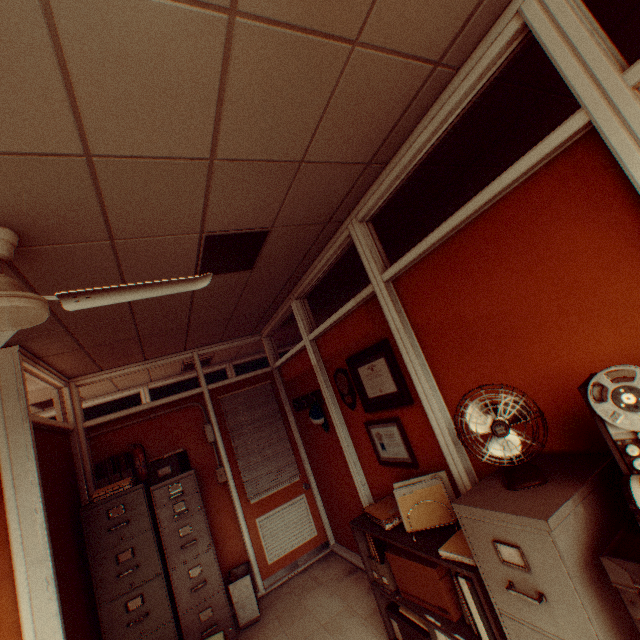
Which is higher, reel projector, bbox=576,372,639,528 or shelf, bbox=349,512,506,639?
reel projector, bbox=576,372,639,528

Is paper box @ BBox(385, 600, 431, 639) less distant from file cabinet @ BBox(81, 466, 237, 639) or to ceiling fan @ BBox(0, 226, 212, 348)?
file cabinet @ BBox(81, 466, 237, 639)

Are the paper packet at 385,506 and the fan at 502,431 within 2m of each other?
yes

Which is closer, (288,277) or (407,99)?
(407,99)

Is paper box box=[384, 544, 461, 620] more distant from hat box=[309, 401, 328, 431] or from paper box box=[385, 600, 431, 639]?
hat box=[309, 401, 328, 431]

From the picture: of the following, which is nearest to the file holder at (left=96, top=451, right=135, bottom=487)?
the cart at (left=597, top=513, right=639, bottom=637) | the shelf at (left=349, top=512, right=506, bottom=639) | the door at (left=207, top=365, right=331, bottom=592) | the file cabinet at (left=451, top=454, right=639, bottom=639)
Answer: the door at (left=207, top=365, right=331, bottom=592)

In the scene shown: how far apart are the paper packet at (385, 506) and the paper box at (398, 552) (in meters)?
0.23

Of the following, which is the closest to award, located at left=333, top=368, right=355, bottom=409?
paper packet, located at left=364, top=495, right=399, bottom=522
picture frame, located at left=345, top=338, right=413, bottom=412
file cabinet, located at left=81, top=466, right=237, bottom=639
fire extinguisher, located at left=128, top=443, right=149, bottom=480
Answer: picture frame, located at left=345, top=338, right=413, bottom=412
